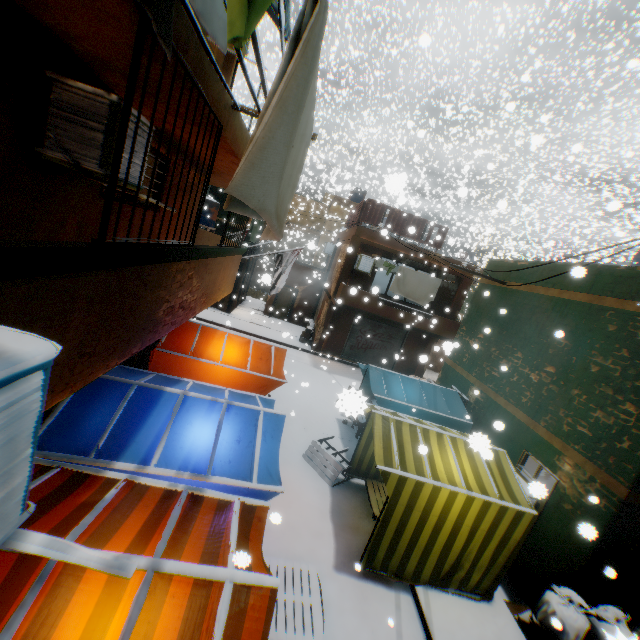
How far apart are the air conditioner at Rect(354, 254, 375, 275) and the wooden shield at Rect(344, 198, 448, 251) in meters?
0.6

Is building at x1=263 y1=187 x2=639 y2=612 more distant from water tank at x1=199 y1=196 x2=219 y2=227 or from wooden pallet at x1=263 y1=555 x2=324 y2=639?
water tank at x1=199 y1=196 x2=219 y2=227

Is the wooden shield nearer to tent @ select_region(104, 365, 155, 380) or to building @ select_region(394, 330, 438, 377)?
building @ select_region(394, 330, 438, 377)

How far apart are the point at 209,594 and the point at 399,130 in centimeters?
3725cm

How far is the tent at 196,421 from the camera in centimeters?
423cm

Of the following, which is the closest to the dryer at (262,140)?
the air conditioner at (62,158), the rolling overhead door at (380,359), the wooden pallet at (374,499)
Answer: the air conditioner at (62,158)

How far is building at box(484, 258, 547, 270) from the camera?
9.4 meters

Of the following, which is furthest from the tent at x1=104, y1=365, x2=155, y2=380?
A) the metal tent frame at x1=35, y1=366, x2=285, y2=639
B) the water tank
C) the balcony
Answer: the water tank
